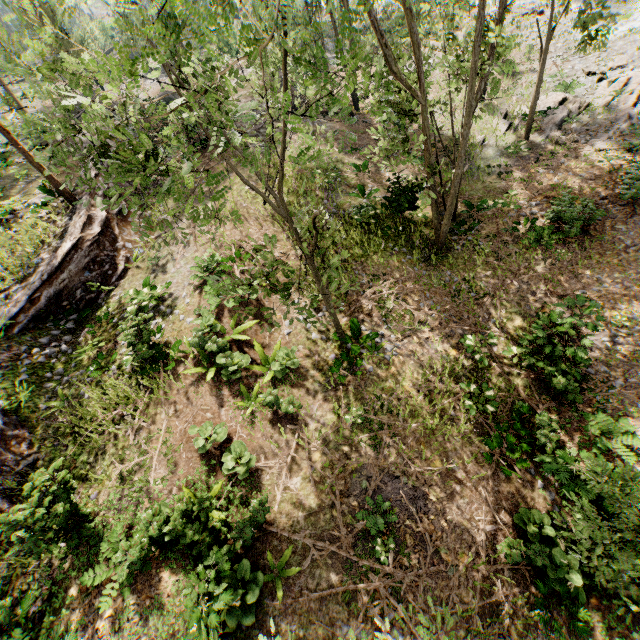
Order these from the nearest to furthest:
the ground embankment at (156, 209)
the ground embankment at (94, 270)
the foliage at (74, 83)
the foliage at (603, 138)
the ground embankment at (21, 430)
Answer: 1. the foliage at (74, 83)
2. the ground embankment at (21, 430)
3. the ground embankment at (94, 270)
4. the foliage at (603, 138)
5. the ground embankment at (156, 209)

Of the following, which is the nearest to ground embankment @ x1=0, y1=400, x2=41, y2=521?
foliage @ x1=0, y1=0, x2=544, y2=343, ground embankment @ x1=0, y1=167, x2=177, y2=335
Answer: foliage @ x1=0, y1=0, x2=544, y2=343

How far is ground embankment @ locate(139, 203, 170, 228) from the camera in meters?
16.7

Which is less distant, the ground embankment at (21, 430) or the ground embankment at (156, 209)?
the ground embankment at (21, 430)

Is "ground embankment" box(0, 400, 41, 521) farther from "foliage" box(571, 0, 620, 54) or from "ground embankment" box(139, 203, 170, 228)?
"ground embankment" box(139, 203, 170, 228)

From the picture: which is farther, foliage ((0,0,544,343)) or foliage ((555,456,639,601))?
foliage ((555,456,639,601))

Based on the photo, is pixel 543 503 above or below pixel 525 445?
below
